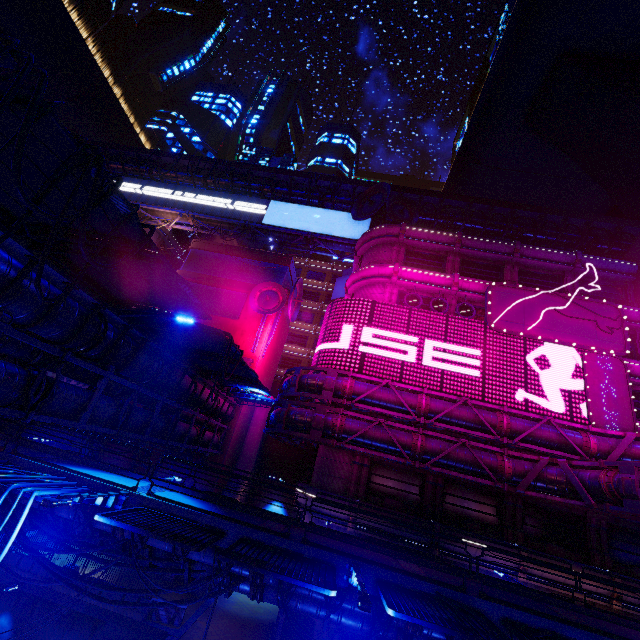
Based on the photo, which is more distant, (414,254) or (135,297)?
(414,254)

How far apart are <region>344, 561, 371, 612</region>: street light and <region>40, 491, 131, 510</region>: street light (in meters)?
6.98

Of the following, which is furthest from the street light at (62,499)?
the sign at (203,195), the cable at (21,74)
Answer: the sign at (203,195)

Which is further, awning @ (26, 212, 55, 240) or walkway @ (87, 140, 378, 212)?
walkway @ (87, 140, 378, 212)

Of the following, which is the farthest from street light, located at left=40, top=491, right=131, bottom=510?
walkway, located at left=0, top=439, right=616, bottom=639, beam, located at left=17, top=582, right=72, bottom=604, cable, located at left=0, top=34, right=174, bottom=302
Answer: beam, located at left=17, top=582, right=72, bottom=604

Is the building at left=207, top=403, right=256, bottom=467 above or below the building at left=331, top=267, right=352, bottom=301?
below

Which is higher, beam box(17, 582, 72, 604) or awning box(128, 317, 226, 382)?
awning box(128, 317, 226, 382)

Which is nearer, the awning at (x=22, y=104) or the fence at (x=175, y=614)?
the awning at (x=22, y=104)
